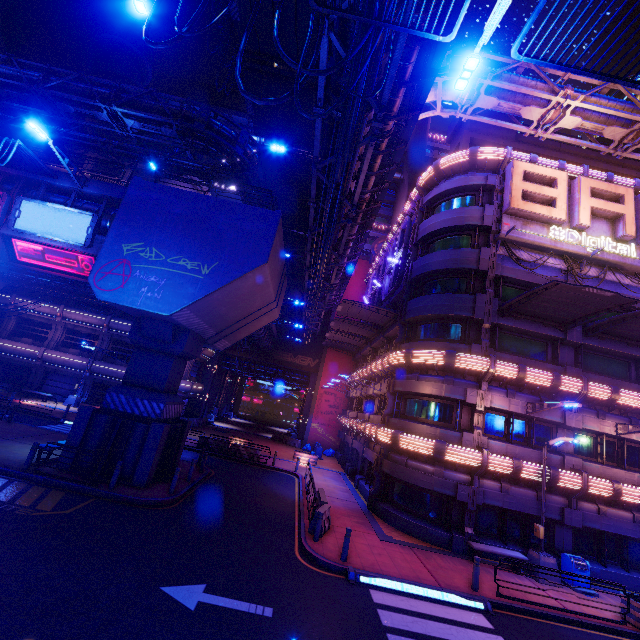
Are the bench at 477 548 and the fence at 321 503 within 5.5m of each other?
no

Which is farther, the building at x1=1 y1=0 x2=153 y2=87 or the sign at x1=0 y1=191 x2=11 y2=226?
the building at x1=1 y1=0 x2=153 y2=87

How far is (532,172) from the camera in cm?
1886

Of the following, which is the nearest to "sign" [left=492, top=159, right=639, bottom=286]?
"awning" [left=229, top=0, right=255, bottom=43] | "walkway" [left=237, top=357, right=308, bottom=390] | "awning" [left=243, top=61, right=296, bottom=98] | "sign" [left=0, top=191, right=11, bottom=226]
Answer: "awning" [left=243, top=61, right=296, bottom=98]

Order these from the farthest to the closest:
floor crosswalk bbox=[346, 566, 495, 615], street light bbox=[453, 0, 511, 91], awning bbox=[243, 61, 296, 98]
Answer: awning bbox=[243, 61, 296, 98]
floor crosswalk bbox=[346, 566, 495, 615]
street light bbox=[453, 0, 511, 91]

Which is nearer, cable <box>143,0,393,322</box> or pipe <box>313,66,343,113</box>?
cable <box>143,0,393,322</box>

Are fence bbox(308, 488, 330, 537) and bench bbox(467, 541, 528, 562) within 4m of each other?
no

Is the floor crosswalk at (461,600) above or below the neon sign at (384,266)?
below
